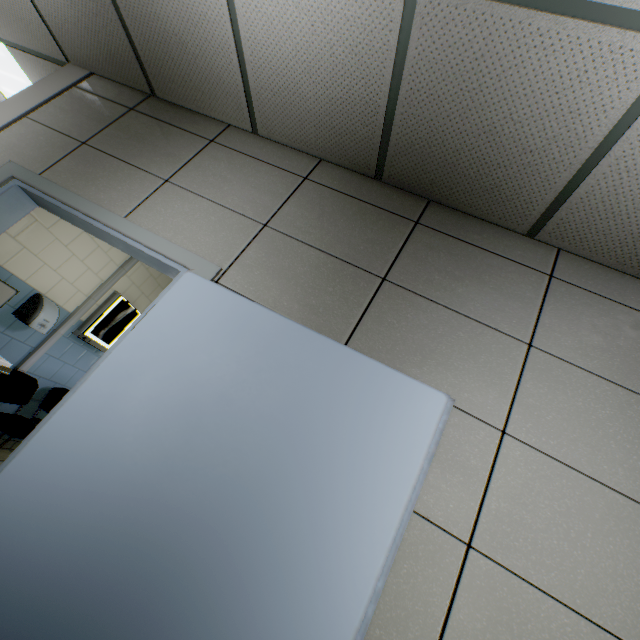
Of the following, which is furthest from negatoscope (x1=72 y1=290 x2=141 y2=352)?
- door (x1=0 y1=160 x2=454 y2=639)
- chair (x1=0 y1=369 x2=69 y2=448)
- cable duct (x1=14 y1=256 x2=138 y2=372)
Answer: door (x1=0 y1=160 x2=454 y2=639)

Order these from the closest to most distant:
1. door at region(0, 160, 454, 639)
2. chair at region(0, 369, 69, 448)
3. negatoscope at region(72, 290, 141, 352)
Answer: door at region(0, 160, 454, 639) < chair at region(0, 369, 69, 448) < negatoscope at region(72, 290, 141, 352)

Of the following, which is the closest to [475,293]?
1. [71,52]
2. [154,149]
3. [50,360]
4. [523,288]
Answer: [523,288]

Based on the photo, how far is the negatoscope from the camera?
3.89m

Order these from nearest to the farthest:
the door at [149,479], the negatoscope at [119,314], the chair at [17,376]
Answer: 1. the door at [149,479]
2. the chair at [17,376]
3. the negatoscope at [119,314]

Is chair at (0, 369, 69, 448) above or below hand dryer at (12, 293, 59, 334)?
below

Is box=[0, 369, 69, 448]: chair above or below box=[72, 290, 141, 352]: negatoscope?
below

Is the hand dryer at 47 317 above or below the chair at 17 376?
above
